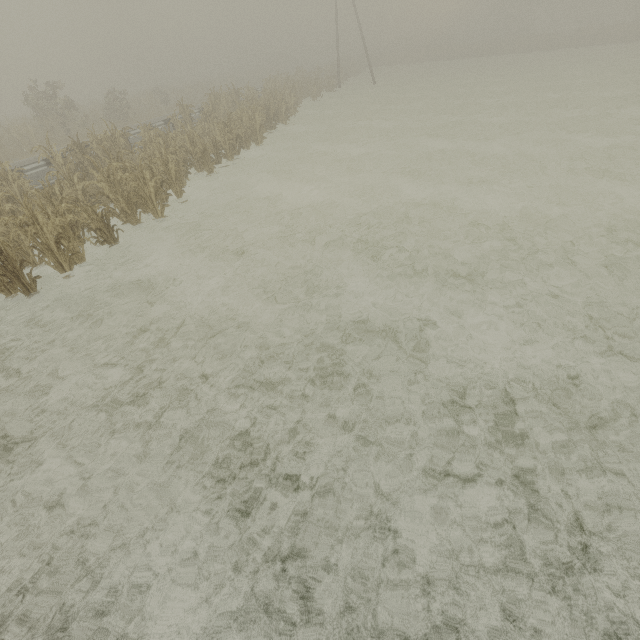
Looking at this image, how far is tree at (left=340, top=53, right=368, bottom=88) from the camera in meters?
38.7

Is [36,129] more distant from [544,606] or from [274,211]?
[544,606]

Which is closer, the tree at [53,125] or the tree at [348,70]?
the tree at [53,125]

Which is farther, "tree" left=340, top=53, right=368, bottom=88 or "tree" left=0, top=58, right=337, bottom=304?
"tree" left=340, top=53, right=368, bottom=88

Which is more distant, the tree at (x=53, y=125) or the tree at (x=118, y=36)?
the tree at (x=118, y=36)

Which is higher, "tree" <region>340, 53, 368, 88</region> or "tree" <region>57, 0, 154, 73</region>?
"tree" <region>57, 0, 154, 73</region>

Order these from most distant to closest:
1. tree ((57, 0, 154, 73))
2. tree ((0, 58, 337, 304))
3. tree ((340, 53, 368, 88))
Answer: tree ((57, 0, 154, 73)) < tree ((340, 53, 368, 88)) < tree ((0, 58, 337, 304))

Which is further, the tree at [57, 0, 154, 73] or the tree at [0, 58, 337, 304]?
the tree at [57, 0, 154, 73]
